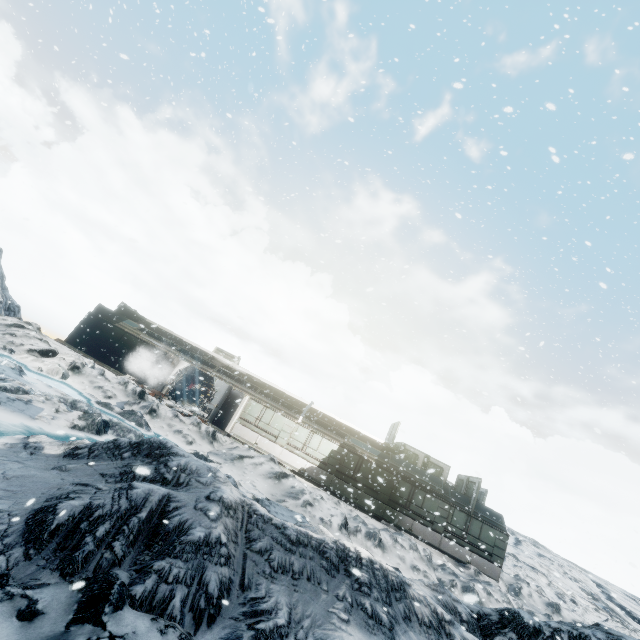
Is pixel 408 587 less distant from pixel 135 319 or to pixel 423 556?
pixel 423 556
